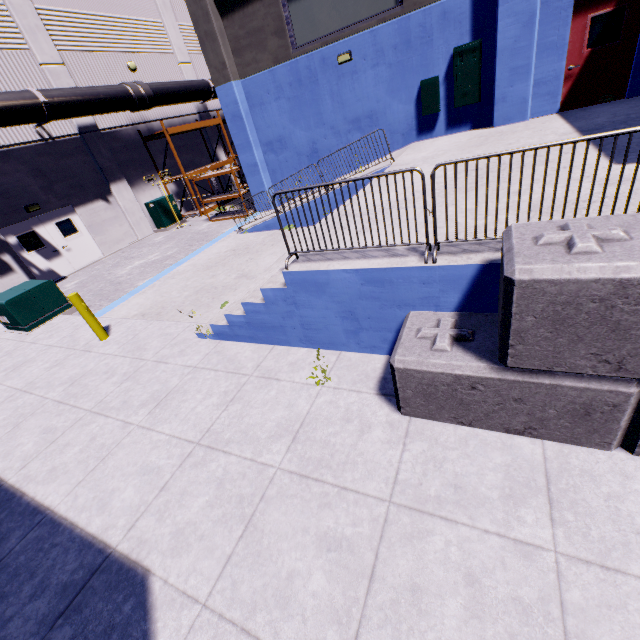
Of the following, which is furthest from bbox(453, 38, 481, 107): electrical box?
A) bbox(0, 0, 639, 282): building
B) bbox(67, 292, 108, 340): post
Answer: bbox(67, 292, 108, 340): post

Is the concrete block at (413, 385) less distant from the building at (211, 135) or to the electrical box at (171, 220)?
the building at (211, 135)

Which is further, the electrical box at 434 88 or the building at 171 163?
the building at 171 163

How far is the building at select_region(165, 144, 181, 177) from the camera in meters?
18.5 m

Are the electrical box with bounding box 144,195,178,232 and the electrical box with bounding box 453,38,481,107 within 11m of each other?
no

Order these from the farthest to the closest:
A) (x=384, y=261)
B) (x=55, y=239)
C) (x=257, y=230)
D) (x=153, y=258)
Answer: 1. (x=55, y=239)
2. (x=153, y=258)
3. (x=257, y=230)
4. (x=384, y=261)

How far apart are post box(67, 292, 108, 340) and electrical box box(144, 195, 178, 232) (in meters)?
11.46
